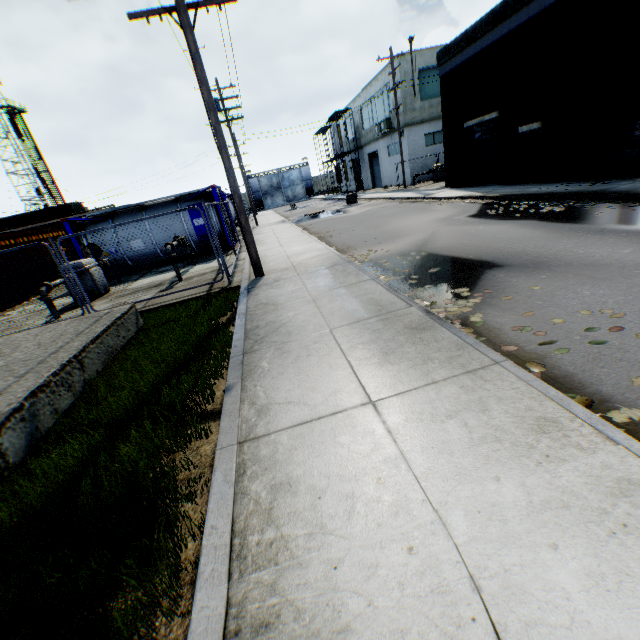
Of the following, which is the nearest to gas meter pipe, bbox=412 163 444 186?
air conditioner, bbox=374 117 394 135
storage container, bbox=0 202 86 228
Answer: air conditioner, bbox=374 117 394 135

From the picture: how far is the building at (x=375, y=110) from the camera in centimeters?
2989cm

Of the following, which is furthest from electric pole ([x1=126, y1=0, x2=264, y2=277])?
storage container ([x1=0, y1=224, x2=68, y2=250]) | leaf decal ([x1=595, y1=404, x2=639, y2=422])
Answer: storage container ([x1=0, y1=224, x2=68, y2=250])

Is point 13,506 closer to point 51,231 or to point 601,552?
point 601,552

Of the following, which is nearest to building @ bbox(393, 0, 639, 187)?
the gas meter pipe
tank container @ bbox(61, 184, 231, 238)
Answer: the gas meter pipe

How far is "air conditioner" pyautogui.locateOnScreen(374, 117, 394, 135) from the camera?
Answer: 29.3m

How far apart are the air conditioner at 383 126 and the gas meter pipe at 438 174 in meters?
5.8

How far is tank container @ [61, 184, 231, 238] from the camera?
14.7 meters
